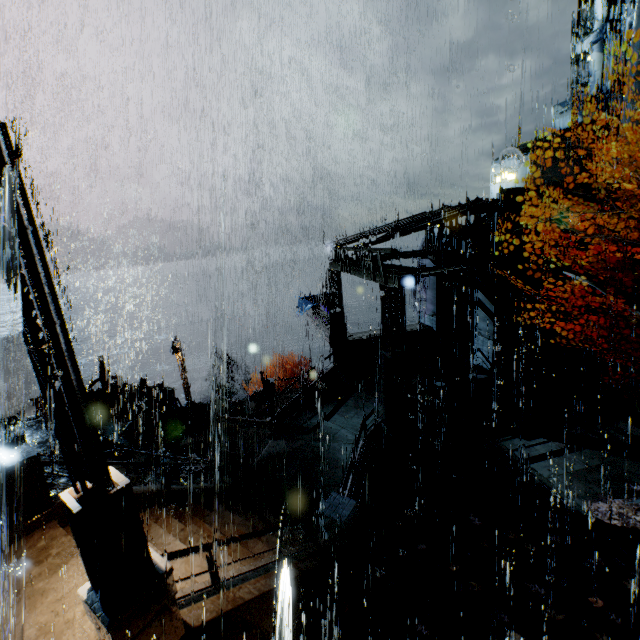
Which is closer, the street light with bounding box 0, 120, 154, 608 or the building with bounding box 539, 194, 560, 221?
the street light with bounding box 0, 120, 154, 608

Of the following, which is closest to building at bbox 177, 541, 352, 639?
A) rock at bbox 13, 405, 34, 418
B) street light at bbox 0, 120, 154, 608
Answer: street light at bbox 0, 120, 154, 608

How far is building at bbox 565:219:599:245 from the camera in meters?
15.2

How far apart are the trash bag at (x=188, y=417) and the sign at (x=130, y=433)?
A: 1.75m

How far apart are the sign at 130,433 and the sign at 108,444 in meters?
0.2 m

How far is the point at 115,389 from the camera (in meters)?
19.75

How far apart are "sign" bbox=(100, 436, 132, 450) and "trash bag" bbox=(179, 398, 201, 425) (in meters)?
2.52

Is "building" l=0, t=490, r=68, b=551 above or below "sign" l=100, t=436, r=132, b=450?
above
